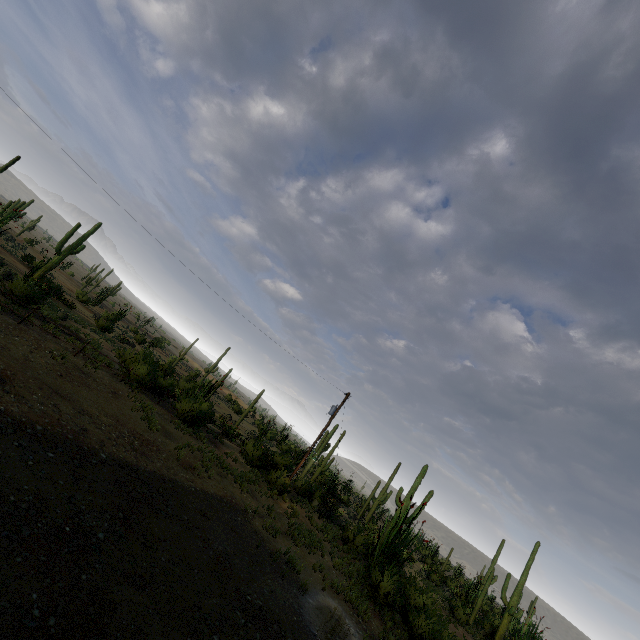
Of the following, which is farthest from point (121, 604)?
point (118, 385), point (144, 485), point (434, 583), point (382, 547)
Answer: point (434, 583)
